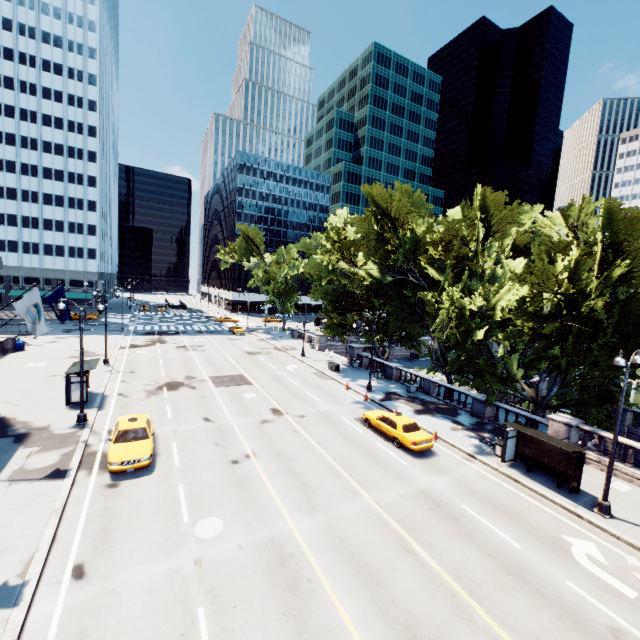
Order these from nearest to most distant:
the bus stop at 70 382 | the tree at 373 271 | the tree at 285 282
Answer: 1. the tree at 373 271
2. the bus stop at 70 382
3. the tree at 285 282

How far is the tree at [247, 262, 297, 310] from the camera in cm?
5503

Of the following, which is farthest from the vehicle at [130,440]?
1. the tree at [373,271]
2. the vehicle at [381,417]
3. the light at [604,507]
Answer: the light at [604,507]

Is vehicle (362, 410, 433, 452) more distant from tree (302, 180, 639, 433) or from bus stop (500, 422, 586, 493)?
tree (302, 180, 639, 433)

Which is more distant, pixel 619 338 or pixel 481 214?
pixel 481 214

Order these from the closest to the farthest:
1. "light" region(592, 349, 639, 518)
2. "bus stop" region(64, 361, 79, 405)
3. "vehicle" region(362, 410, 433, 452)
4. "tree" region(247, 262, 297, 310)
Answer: "light" region(592, 349, 639, 518)
"vehicle" region(362, 410, 433, 452)
"bus stop" region(64, 361, 79, 405)
"tree" region(247, 262, 297, 310)

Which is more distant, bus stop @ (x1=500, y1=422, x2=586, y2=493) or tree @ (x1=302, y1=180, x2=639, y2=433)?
tree @ (x1=302, y1=180, x2=639, y2=433)

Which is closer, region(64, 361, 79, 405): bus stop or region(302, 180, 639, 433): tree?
region(302, 180, 639, 433): tree
